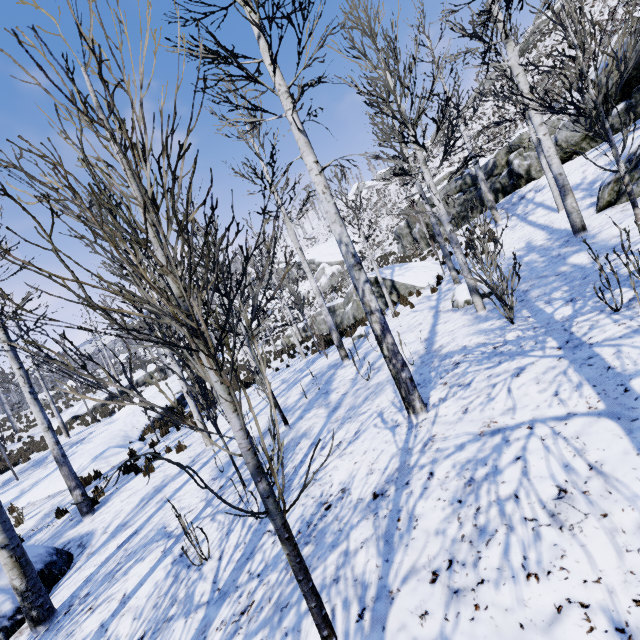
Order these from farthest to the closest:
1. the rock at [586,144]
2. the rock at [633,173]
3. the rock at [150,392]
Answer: the rock at [150,392] → the rock at [586,144] → the rock at [633,173]

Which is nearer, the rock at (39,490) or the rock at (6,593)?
the rock at (6,593)

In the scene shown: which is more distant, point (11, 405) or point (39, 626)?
point (11, 405)

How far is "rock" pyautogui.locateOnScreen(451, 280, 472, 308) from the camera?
8.5 meters

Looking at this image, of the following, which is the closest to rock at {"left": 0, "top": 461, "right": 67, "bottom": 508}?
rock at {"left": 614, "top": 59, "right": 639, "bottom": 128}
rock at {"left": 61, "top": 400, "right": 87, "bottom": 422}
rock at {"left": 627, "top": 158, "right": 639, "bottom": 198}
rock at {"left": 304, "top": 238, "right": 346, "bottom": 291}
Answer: rock at {"left": 61, "top": 400, "right": 87, "bottom": 422}

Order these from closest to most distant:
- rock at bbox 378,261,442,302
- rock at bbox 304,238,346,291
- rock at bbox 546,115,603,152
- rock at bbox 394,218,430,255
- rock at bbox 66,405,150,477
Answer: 1. rock at bbox 66,405,150,477
2. rock at bbox 546,115,603,152
3. rock at bbox 378,261,442,302
4. rock at bbox 394,218,430,255
5. rock at bbox 304,238,346,291

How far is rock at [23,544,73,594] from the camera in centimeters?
574cm

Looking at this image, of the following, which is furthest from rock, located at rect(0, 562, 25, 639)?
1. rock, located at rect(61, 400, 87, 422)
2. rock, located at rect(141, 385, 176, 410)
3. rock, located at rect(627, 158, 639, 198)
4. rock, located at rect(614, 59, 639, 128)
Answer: rock, located at rect(61, 400, 87, 422)
